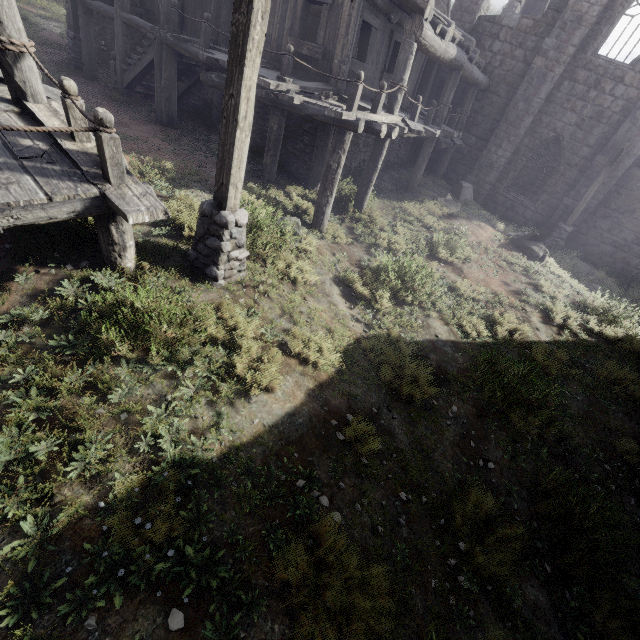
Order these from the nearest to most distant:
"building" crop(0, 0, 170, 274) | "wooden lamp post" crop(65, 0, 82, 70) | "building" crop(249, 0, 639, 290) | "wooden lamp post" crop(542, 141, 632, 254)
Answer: "building" crop(0, 0, 170, 274), "building" crop(249, 0, 639, 290), "wooden lamp post" crop(65, 0, 82, 70), "wooden lamp post" crop(542, 141, 632, 254)

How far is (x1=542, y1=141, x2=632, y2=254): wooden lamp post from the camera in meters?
13.0

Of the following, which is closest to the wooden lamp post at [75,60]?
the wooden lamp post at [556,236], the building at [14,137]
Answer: the building at [14,137]

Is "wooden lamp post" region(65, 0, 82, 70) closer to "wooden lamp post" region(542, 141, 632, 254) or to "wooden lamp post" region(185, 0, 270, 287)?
"wooden lamp post" region(185, 0, 270, 287)

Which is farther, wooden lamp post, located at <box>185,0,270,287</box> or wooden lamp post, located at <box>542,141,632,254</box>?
wooden lamp post, located at <box>542,141,632,254</box>

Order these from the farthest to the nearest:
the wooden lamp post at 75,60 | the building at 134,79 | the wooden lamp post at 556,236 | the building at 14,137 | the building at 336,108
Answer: the wooden lamp post at 556,236
the wooden lamp post at 75,60
the building at 134,79
the building at 336,108
the building at 14,137

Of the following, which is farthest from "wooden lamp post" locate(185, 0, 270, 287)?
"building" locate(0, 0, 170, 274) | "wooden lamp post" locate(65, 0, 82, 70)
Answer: "wooden lamp post" locate(65, 0, 82, 70)

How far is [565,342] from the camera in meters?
8.1 m
